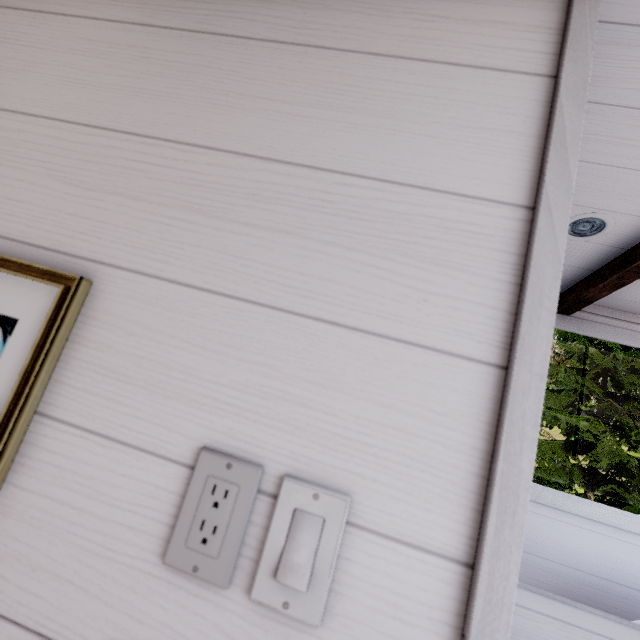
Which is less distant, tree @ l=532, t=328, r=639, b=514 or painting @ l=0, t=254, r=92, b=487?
painting @ l=0, t=254, r=92, b=487

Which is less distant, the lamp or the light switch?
the light switch

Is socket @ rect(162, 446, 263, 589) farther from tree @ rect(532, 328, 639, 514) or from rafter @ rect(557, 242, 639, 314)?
tree @ rect(532, 328, 639, 514)

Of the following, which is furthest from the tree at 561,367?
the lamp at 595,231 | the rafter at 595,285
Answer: the lamp at 595,231

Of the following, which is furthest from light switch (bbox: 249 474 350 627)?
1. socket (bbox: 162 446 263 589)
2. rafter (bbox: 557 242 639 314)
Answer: rafter (bbox: 557 242 639 314)

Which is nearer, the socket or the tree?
the socket

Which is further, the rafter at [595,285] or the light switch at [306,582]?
the rafter at [595,285]

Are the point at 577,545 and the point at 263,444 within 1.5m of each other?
no
